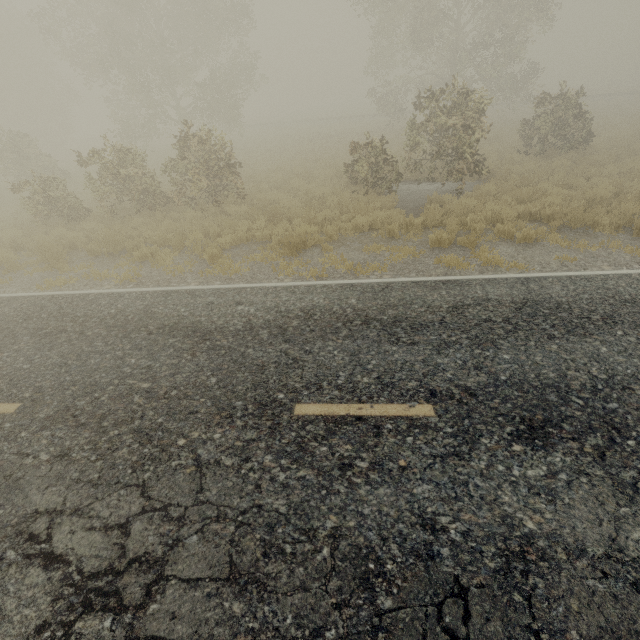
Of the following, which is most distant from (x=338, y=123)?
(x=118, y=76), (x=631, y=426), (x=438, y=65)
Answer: (x=631, y=426)
